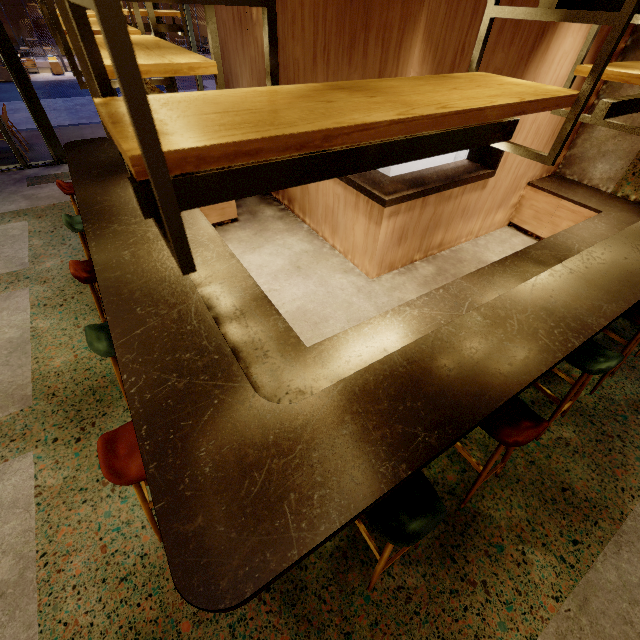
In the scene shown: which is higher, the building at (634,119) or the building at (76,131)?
the building at (634,119)

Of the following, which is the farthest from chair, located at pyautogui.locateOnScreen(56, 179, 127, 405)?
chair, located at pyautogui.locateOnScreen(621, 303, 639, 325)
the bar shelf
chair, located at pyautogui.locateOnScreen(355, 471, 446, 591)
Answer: chair, located at pyautogui.locateOnScreen(621, 303, 639, 325)

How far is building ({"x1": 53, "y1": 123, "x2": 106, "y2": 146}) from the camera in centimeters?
820cm

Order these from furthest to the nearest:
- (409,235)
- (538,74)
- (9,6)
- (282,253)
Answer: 1. (9,6)
2. (282,253)
3. (409,235)
4. (538,74)

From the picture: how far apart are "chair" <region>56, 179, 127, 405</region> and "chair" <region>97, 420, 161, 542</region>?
1.56m

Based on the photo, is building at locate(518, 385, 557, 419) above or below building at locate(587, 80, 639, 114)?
below

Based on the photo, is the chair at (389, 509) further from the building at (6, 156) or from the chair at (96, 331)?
the building at (6, 156)

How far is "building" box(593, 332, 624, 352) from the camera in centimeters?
380cm
